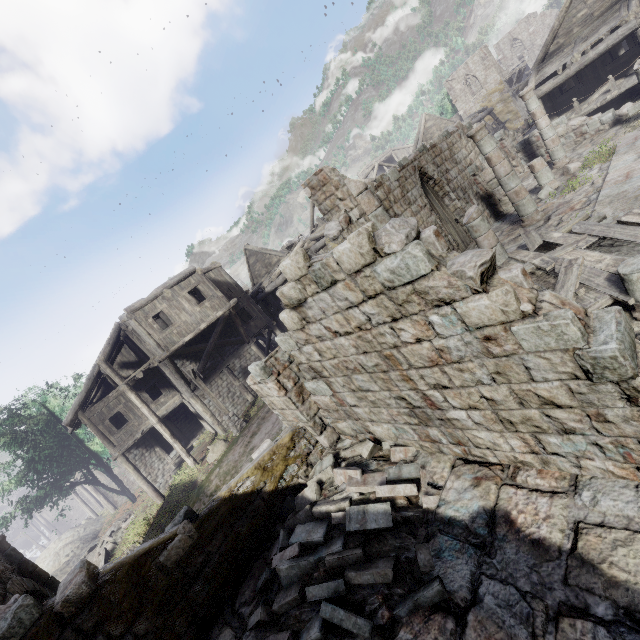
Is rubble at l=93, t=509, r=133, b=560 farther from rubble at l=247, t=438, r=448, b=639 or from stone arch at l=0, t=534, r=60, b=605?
rubble at l=247, t=438, r=448, b=639

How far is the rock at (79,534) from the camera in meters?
25.4 m

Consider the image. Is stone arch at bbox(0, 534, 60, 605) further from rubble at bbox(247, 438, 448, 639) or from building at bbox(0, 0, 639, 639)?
rubble at bbox(247, 438, 448, 639)

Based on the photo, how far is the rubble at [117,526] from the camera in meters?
21.5 m

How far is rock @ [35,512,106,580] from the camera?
25.39m

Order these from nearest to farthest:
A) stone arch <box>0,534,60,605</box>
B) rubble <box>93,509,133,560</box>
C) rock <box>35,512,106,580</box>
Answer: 1. stone arch <box>0,534,60,605</box>
2. rubble <box>93,509,133,560</box>
3. rock <box>35,512,106,580</box>

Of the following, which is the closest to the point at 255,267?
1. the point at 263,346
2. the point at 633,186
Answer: the point at 263,346

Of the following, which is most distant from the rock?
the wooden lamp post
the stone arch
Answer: the wooden lamp post
